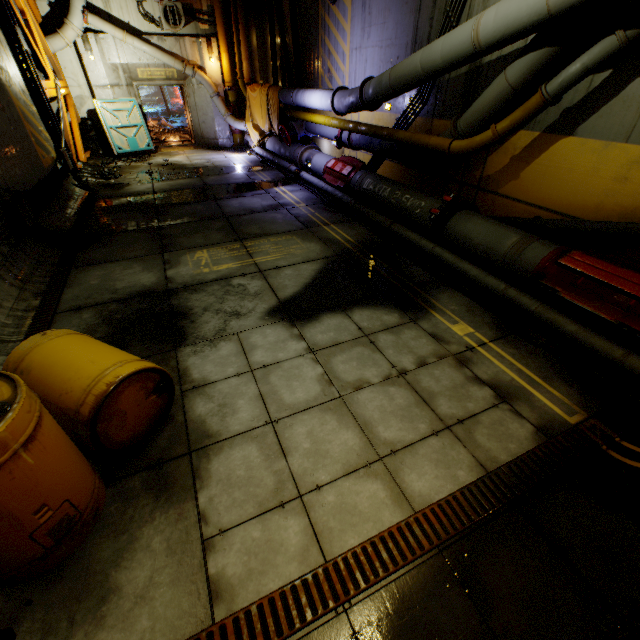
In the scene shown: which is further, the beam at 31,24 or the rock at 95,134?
the rock at 95,134

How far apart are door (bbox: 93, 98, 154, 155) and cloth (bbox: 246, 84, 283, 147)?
4.24m

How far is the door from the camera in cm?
1285

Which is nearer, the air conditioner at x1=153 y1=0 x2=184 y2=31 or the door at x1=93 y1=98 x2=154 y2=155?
the air conditioner at x1=153 y1=0 x2=184 y2=31

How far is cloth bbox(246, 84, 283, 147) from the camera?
11.84m

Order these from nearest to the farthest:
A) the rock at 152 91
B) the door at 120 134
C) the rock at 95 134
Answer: the rock at 95 134, the door at 120 134, the rock at 152 91

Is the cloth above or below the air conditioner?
below

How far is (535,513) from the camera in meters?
2.4 m
